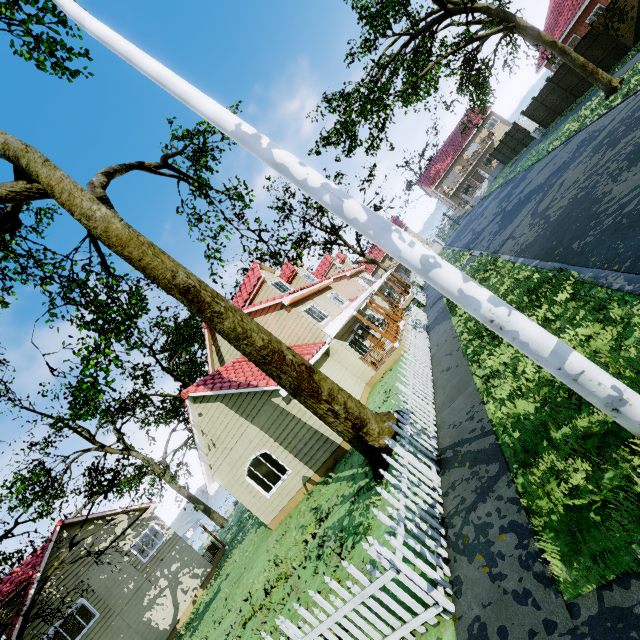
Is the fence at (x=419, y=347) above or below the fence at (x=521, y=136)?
below

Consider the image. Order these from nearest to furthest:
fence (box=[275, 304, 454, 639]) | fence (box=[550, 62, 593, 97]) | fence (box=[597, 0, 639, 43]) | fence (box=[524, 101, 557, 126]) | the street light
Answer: the street light, fence (box=[275, 304, 454, 639]), fence (box=[597, 0, 639, 43]), fence (box=[550, 62, 593, 97]), fence (box=[524, 101, 557, 126])

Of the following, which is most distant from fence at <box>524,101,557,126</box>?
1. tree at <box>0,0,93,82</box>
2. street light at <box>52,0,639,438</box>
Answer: street light at <box>52,0,639,438</box>

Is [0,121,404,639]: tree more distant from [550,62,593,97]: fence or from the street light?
the street light

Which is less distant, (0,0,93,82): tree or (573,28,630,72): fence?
(0,0,93,82): tree

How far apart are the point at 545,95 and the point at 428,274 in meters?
30.6

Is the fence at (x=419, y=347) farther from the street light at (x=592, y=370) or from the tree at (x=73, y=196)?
the street light at (x=592, y=370)

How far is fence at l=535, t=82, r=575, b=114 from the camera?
22.50m
